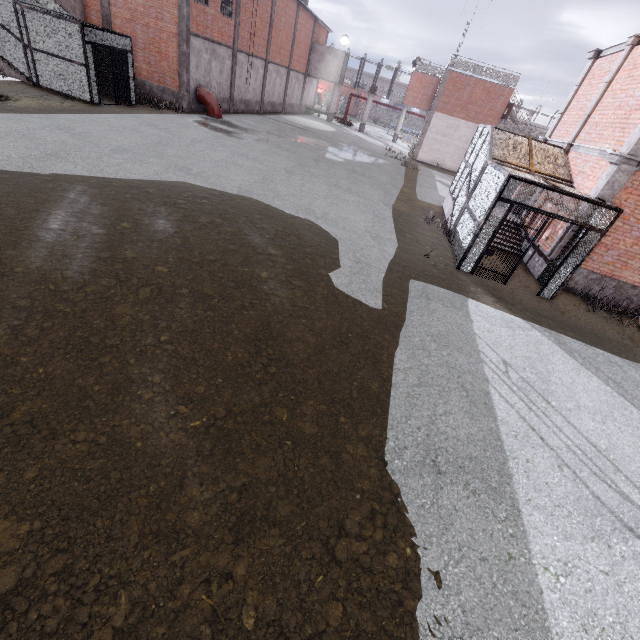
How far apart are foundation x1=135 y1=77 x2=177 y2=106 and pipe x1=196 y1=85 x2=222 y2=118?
1.13m

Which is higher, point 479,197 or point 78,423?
point 479,197

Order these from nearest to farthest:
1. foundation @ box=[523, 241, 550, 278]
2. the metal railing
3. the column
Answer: foundation @ box=[523, 241, 550, 278], the column, the metal railing

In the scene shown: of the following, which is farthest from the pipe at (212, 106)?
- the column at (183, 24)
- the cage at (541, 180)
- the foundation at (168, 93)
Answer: the cage at (541, 180)

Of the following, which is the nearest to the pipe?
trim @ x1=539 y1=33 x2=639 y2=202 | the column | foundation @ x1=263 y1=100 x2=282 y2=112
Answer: the column

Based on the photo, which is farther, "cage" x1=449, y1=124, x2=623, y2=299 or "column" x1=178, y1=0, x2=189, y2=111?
"column" x1=178, y1=0, x2=189, y2=111

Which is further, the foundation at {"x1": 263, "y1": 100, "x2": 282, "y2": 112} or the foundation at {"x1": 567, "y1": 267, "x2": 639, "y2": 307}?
the foundation at {"x1": 263, "y1": 100, "x2": 282, "y2": 112}

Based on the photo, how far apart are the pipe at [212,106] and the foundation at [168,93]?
1.13m
